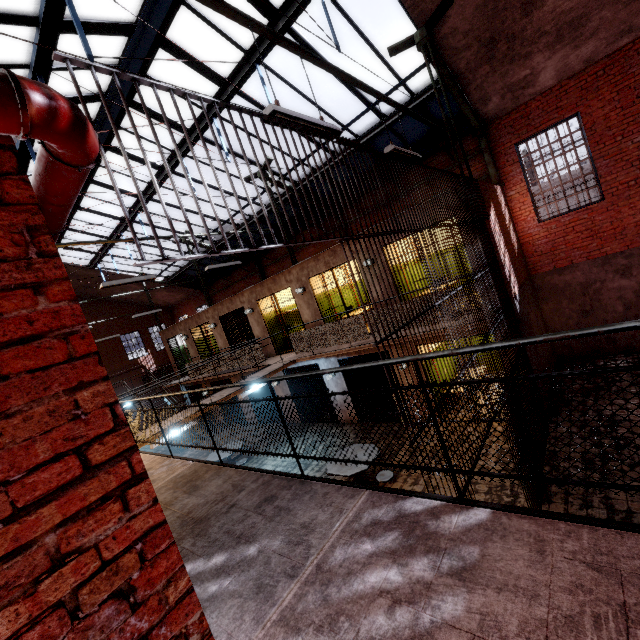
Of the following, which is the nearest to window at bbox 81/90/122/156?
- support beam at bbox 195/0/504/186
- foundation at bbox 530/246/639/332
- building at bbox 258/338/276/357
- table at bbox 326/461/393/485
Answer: support beam at bbox 195/0/504/186

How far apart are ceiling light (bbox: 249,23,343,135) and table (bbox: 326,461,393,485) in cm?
626

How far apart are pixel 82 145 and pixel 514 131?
12.0 meters

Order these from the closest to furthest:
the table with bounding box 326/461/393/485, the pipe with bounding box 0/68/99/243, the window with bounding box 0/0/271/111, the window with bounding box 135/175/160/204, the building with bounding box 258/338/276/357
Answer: the pipe with bounding box 0/68/99/243, the window with bounding box 0/0/271/111, the table with bounding box 326/461/393/485, the window with bounding box 135/175/160/204, the building with bounding box 258/338/276/357

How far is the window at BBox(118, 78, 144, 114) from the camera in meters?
7.8 m

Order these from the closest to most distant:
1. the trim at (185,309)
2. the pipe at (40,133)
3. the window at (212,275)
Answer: the pipe at (40,133), the window at (212,275), the trim at (185,309)

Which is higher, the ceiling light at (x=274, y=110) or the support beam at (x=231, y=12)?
the support beam at (x=231, y=12)

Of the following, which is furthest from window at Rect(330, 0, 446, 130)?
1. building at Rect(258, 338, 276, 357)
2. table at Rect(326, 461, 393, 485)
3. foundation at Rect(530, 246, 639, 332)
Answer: table at Rect(326, 461, 393, 485)
